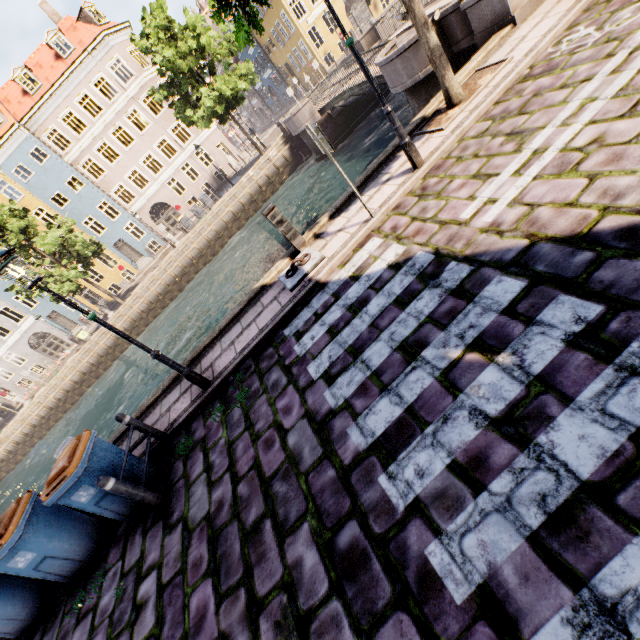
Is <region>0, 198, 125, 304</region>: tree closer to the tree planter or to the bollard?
the tree planter

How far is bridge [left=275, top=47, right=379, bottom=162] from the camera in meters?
15.9 m

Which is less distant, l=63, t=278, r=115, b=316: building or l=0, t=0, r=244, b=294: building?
l=0, t=0, r=244, b=294: building

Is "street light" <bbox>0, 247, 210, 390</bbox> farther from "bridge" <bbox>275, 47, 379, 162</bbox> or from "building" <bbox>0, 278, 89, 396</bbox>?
"bridge" <bbox>275, 47, 379, 162</bbox>

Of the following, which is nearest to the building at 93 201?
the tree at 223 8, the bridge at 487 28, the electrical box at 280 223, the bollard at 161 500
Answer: the tree at 223 8

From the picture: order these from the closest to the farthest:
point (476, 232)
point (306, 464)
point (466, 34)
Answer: point (306, 464) → point (476, 232) → point (466, 34)

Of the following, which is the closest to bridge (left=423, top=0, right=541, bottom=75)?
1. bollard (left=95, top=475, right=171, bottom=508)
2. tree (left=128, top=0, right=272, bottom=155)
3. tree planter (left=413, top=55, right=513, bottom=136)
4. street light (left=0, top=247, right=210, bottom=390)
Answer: tree planter (left=413, top=55, right=513, bottom=136)

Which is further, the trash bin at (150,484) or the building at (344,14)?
the building at (344,14)
